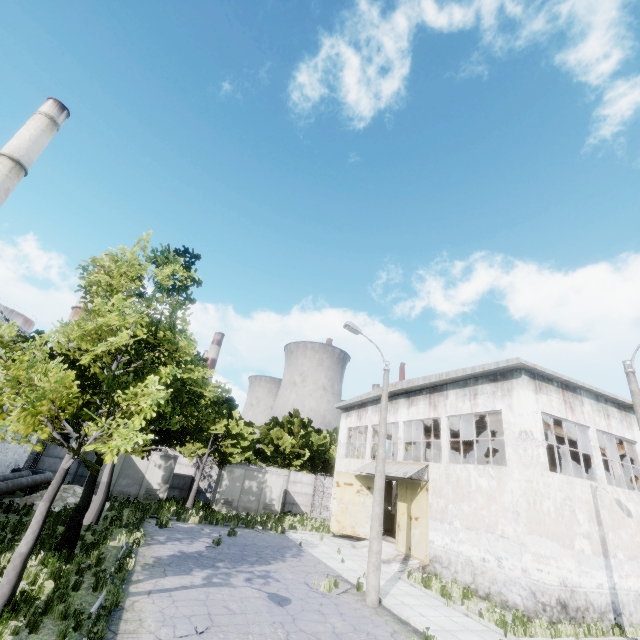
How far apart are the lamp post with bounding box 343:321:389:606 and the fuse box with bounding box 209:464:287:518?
16.71m

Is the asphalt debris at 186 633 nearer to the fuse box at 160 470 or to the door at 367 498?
the door at 367 498

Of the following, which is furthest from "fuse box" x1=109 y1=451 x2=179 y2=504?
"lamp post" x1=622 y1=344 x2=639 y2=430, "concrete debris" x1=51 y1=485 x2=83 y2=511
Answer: "lamp post" x1=622 y1=344 x2=639 y2=430

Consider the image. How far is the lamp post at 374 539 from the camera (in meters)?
11.29

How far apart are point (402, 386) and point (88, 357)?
19.0 meters

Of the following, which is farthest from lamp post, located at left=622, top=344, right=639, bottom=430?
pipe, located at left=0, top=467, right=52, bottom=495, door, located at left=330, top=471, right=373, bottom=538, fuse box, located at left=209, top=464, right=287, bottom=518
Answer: fuse box, located at left=209, top=464, right=287, bottom=518

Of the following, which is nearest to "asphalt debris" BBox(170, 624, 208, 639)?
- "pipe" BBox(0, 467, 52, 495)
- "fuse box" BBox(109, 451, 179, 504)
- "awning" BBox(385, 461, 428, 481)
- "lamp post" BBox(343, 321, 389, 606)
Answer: "lamp post" BBox(343, 321, 389, 606)

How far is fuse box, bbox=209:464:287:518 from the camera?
25.3 meters
